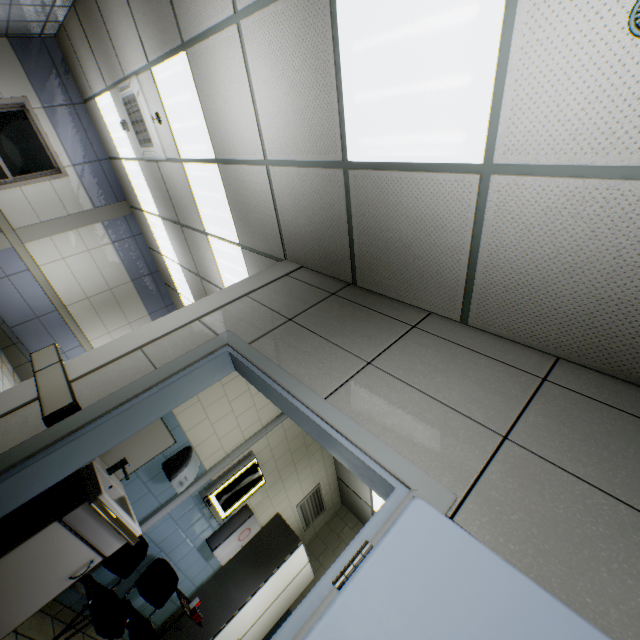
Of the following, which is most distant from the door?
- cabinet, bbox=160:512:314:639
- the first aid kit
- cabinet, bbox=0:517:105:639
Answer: cabinet, bbox=160:512:314:639

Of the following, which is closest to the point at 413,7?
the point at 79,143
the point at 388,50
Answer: the point at 388,50

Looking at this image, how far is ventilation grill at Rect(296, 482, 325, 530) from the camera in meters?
5.1

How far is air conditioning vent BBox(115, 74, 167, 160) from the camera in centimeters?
421cm

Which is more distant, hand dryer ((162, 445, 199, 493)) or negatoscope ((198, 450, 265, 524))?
negatoscope ((198, 450, 265, 524))

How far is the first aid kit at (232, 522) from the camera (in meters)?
3.81

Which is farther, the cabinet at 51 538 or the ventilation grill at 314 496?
the ventilation grill at 314 496

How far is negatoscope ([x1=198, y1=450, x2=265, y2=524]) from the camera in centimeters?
355cm
